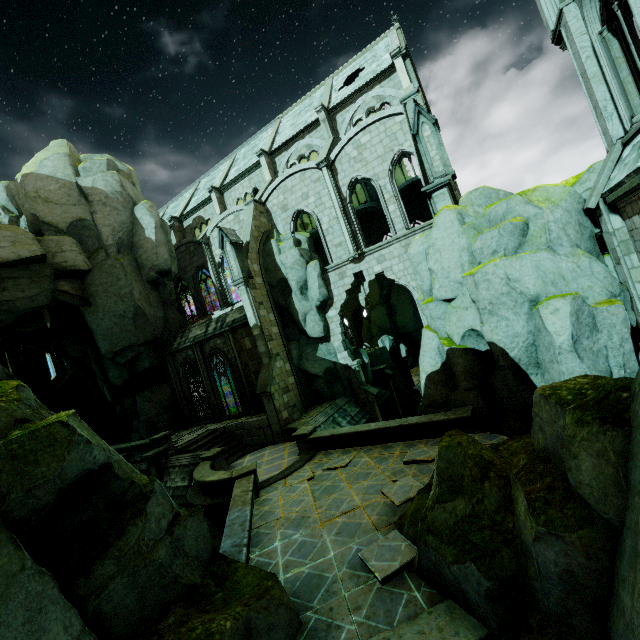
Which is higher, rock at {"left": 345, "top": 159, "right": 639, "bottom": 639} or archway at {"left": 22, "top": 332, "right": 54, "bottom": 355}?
archway at {"left": 22, "top": 332, "right": 54, "bottom": 355}

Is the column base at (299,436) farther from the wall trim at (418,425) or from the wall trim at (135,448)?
the wall trim at (135,448)

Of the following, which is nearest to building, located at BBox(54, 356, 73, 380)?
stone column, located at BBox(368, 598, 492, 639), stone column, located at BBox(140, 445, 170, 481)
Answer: stone column, located at BBox(368, 598, 492, 639)

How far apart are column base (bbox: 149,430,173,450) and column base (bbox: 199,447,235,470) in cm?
343

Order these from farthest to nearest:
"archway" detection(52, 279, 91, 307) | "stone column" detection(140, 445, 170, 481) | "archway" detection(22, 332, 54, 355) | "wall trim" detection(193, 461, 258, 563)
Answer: "archway" detection(22, 332, 54, 355), "archway" detection(52, 279, 91, 307), "stone column" detection(140, 445, 170, 481), "wall trim" detection(193, 461, 258, 563)

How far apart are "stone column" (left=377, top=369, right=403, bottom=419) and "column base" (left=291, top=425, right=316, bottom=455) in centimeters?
1078cm

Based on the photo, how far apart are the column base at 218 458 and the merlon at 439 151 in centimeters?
1592cm

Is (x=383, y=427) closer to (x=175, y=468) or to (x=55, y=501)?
(x=55, y=501)
